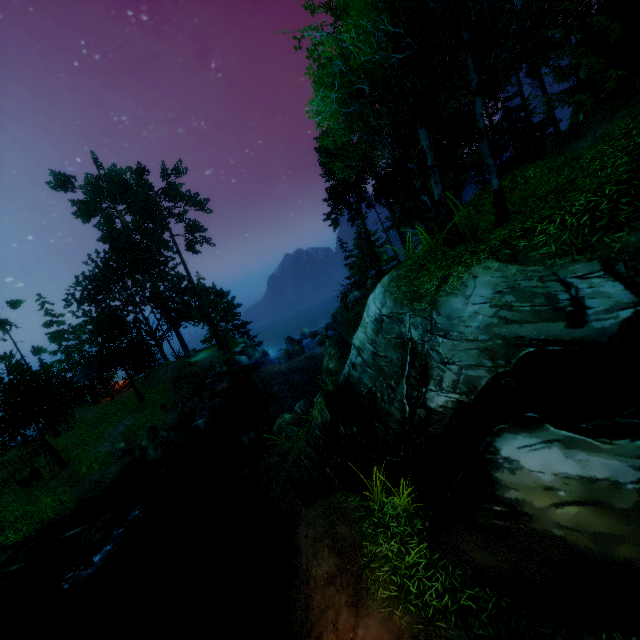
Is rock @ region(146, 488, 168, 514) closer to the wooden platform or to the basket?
the wooden platform

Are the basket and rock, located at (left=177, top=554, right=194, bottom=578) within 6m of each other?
no

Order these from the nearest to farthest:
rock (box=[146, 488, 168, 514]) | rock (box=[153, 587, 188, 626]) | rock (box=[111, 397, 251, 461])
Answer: rock (box=[153, 587, 188, 626])
rock (box=[146, 488, 168, 514])
rock (box=[111, 397, 251, 461])

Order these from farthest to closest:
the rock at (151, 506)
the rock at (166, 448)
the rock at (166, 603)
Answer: the rock at (166, 448), the rock at (151, 506), the rock at (166, 603)

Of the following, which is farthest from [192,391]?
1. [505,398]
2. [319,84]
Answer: [505,398]

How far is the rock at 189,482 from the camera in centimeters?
1523cm

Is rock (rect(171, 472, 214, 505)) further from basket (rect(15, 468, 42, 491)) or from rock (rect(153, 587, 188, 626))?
basket (rect(15, 468, 42, 491))
